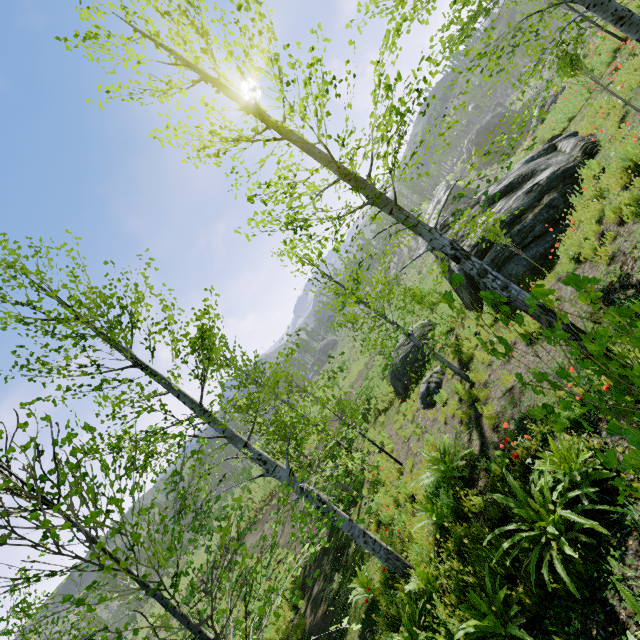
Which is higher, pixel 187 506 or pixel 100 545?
pixel 100 545

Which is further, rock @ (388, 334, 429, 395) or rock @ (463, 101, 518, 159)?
rock @ (463, 101, 518, 159)

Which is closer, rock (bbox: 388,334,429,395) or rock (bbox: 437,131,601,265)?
rock (bbox: 437,131,601,265)

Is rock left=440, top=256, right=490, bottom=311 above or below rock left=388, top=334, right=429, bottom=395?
above

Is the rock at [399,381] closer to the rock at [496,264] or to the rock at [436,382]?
the rock at [496,264]

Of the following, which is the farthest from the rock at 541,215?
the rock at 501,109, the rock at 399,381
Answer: the rock at 501,109

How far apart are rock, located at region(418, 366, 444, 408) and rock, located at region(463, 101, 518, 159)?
49.1 meters

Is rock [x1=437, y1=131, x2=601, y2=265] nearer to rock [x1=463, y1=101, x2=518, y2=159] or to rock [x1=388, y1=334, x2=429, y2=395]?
rock [x1=388, y1=334, x2=429, y2=395]
